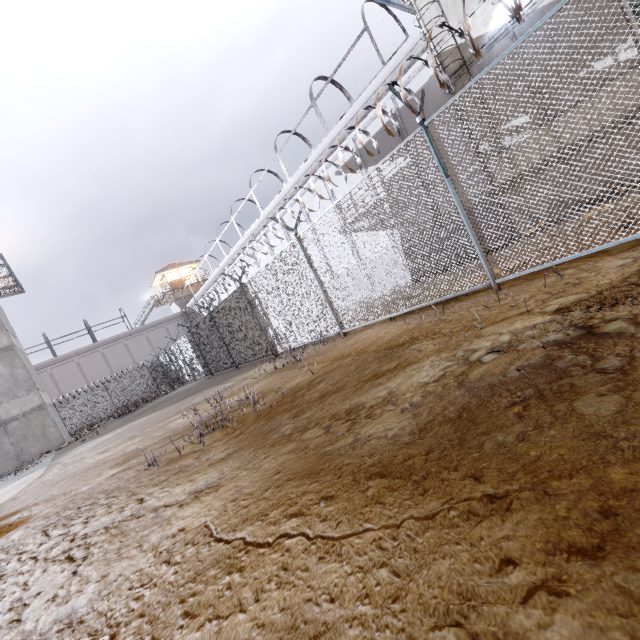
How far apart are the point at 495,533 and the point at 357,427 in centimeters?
144cm

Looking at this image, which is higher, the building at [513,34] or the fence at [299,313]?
the building at [513,34]

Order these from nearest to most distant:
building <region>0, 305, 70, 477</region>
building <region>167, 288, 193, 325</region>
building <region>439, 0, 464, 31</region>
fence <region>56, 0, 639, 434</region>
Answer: fence <region>56, 0, 639, 434</region>
building <region>439, 0, 464, 31</region>
building <region>0, 305, 70, 477</region>
building <region>167, 288, 193, 325</region>

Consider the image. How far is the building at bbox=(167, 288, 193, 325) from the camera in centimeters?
4309cm

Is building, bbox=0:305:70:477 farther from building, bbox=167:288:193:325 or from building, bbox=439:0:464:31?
building, bbox=439:0:464:31

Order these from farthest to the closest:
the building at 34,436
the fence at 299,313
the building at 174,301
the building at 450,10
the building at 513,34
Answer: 1. the building at 174,301
2. the building at 34,436
3. the building at 450,10
4. the building at 513,34
5. the fence at 299,313

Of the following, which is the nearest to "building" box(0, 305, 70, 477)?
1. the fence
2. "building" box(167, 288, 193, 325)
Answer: the fence

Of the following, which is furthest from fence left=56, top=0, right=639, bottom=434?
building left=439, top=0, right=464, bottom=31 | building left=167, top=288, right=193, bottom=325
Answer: building left=167, top=288, right=193, bottom=325
